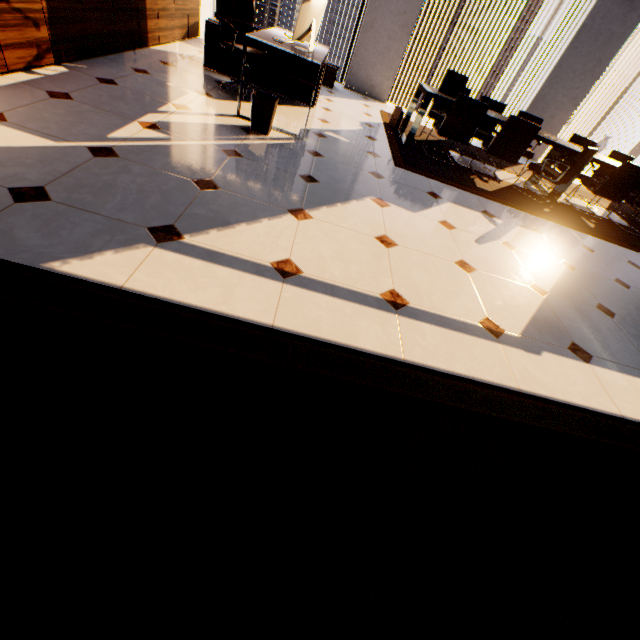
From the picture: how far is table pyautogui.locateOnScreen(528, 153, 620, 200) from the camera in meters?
5.1 m

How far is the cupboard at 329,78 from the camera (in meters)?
6.32

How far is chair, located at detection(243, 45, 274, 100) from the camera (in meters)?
3.98

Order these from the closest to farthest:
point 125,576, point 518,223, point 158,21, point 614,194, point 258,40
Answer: point 125,576
point 258,40
point 518,223
point 158,21
point 614,194

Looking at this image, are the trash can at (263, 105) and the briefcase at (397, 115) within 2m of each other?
no

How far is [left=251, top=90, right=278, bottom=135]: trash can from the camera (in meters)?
3.35

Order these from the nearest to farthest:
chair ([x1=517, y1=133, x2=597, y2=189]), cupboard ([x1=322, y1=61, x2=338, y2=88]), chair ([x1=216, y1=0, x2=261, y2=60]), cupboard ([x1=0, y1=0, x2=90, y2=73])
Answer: cupboard ([x1=0, y1=0, x2=90, y2=73]) → chair ([x1=216, y1=0, x2=261, y2=60]) → chair ([x1=517, y1=133, x2=597, y2=189]) → cupboard ([x1=322, y1=61, x2=338, y2=88])

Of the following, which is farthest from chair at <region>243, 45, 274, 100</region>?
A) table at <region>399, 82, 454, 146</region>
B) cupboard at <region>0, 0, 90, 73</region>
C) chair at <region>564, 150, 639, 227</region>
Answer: chair at <region>564, 150, 639, 227</region>
